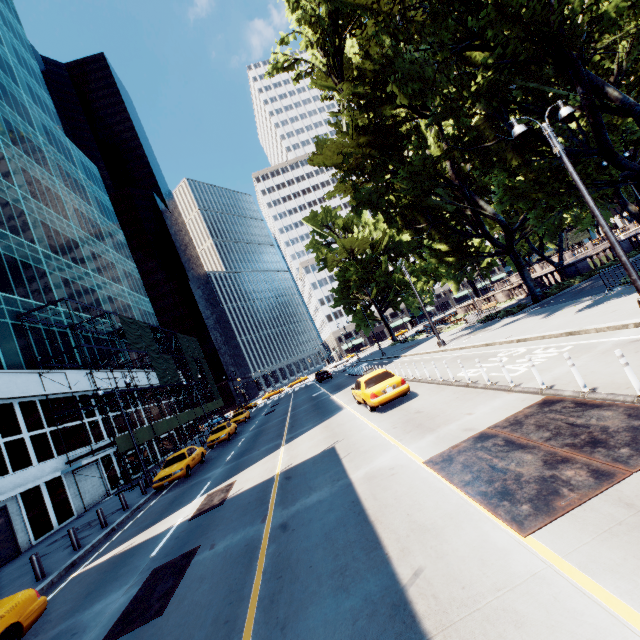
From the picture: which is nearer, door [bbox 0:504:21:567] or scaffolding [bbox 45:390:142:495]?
door [bbox 0:504:21:567]

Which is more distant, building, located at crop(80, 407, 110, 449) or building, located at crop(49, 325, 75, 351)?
building, located at crop(49, 325, 75, 351)

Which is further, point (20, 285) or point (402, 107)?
point (20, 285)

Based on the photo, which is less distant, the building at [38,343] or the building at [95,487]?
the building at [95,487]

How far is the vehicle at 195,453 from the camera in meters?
18.1

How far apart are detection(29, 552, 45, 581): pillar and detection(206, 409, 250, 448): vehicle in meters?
15.1

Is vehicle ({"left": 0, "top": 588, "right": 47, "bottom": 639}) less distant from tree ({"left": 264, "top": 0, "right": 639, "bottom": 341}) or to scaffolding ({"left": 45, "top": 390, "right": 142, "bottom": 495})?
scaffolding ({"left": 45, "top": 390, "right": 142, "bottom": 495})

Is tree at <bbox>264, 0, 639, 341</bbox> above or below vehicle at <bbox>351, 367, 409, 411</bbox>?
above
